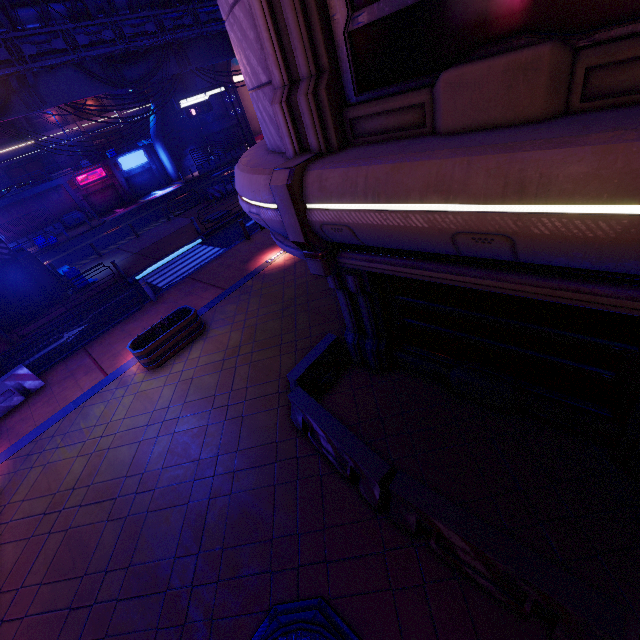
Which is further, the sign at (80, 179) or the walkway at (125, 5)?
the sign at (80, 179)

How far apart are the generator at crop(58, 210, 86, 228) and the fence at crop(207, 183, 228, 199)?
19.1 meters

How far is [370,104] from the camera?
4.1m

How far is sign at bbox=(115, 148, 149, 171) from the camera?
37.7m

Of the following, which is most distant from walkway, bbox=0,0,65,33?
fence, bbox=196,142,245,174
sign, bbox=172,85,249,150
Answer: fence, bbox=196,142,245,174

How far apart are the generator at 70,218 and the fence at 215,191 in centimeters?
1912cm

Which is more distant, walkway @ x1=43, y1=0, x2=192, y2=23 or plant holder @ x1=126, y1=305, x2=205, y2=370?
walkway @ x1=43, y1=0, x2=192, y2=23

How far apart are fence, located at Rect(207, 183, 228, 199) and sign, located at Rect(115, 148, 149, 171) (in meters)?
19.64
